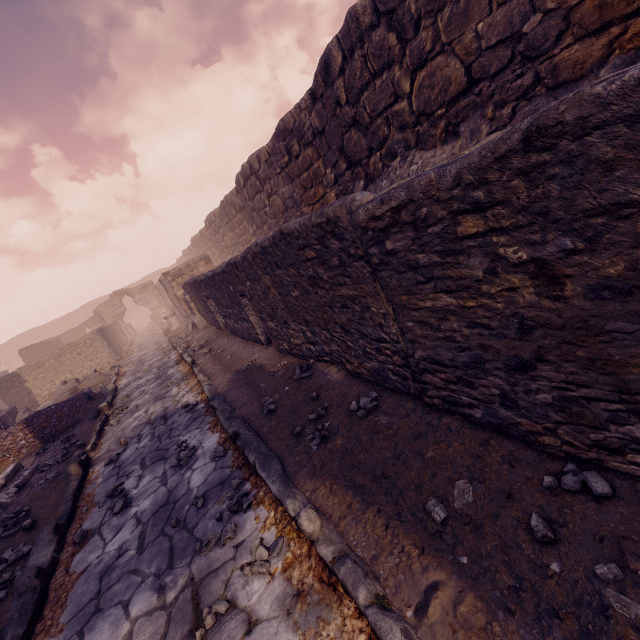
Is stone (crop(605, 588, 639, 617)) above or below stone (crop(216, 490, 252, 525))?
above

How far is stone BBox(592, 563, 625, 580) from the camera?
1.4m

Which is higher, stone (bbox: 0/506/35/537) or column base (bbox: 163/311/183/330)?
column base (bbox: 163/311/183/330)

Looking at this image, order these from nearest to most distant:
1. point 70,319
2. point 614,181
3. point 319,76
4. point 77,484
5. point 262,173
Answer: point 614,181 < point 77,484 < point 319,76 < point 262,173 < point 70,319

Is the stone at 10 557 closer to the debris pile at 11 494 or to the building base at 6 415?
the debris pile at 11 494

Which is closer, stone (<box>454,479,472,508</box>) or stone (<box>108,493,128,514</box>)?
stone (<box>454,479,472,508</box>)

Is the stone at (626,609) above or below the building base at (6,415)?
below

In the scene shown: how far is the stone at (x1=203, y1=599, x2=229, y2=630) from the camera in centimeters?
211cm
